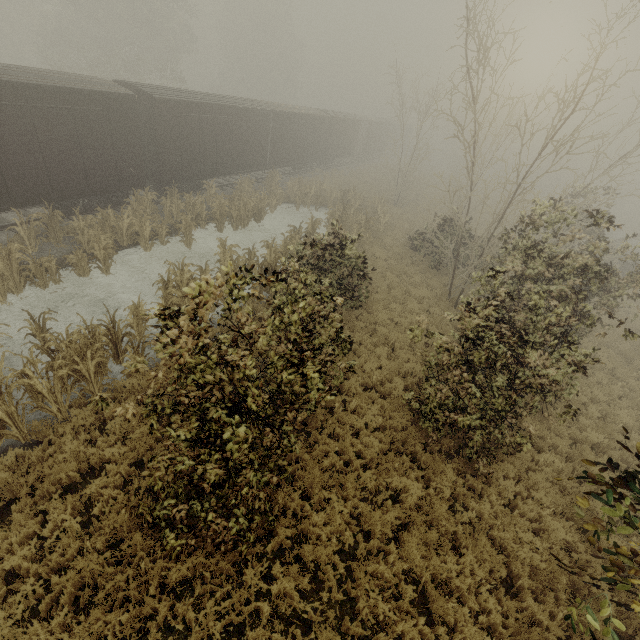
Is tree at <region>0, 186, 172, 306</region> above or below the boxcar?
below

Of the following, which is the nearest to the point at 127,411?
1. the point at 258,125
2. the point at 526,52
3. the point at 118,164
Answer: the point at 118,164

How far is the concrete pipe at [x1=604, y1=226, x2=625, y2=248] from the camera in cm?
2744

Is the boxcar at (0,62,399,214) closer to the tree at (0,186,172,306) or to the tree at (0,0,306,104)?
the tree at (0,186,172,306)

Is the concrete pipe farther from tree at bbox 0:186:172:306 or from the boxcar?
tree at bbox 0:186:172:306

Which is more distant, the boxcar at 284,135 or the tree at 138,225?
the boxcar at 284,135

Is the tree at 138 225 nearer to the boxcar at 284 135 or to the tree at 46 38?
the boxcar at 284 135
